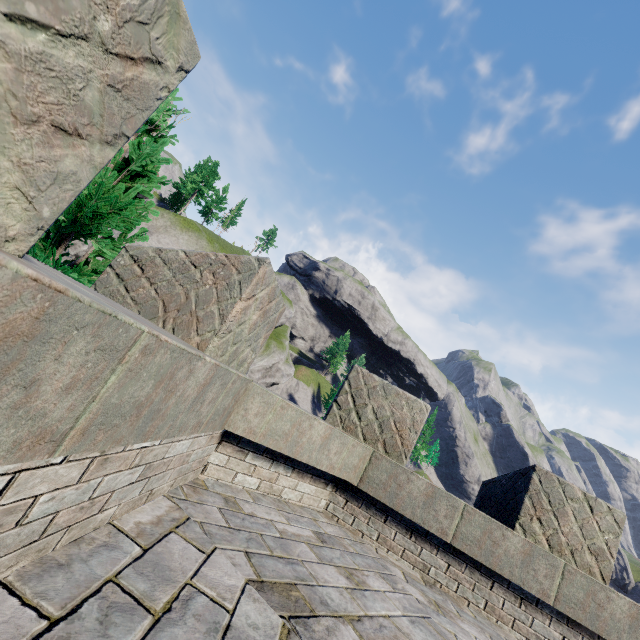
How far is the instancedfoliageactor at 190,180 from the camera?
47.1 meters

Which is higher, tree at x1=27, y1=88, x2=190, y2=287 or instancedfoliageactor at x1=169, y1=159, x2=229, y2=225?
instancedfoliageactor at x1=169, y1=159, x2=229, y2=225

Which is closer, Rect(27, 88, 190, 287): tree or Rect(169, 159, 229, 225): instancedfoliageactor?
Rect(27, 88, 190, 287): tree

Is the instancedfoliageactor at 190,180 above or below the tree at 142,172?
above

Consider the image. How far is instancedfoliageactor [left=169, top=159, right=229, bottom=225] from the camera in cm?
4706

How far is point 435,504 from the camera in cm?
422

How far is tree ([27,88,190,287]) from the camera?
4.0m
